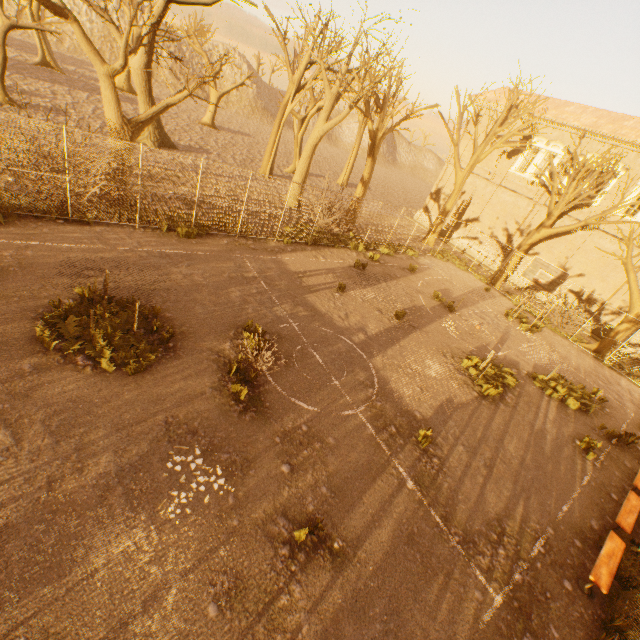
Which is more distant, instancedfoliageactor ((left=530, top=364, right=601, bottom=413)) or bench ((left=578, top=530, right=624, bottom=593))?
instancedfoliageactor ((left=530, top=364, right=601, bottom=413))

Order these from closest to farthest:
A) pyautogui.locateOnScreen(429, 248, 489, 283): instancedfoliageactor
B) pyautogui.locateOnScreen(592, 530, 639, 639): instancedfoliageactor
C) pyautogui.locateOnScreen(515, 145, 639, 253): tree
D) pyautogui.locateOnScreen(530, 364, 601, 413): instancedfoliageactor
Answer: pyautogui.locateOnScreen(592, 530, 639, 639): instancedfoliageactor → pyautogui.locateOnScreen(530, 364, 601, 413): instancedfoliageactor → pyautogui.locateOnScreen(515, 145, 639, 253): tree → pyautogui.locateOnScreen(429, 248, 489, 283): instancedfoliageactor

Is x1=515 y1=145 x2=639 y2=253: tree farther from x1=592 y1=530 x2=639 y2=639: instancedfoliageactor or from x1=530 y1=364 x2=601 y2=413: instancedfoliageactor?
x1=530 y1=364 x2=601 y2=413: instancedfoliageactor

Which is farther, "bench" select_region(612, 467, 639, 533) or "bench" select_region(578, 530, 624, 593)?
"bench" select_region(612, 467, 639, 533)

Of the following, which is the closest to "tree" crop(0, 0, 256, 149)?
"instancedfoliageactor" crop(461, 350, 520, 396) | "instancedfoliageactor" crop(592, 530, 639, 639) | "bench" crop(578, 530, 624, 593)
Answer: "instancedfoliageactor" crop(592, 530, 639, 639)

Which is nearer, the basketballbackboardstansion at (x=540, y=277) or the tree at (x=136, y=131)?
the tree at (x=136, y=131)

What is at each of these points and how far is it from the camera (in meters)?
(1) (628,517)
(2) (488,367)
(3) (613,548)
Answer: (1) bench, 8.39
(2) instancedfoliageactor, 11.57
(3) bench, 7.38

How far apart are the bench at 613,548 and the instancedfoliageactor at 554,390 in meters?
6.2 m
